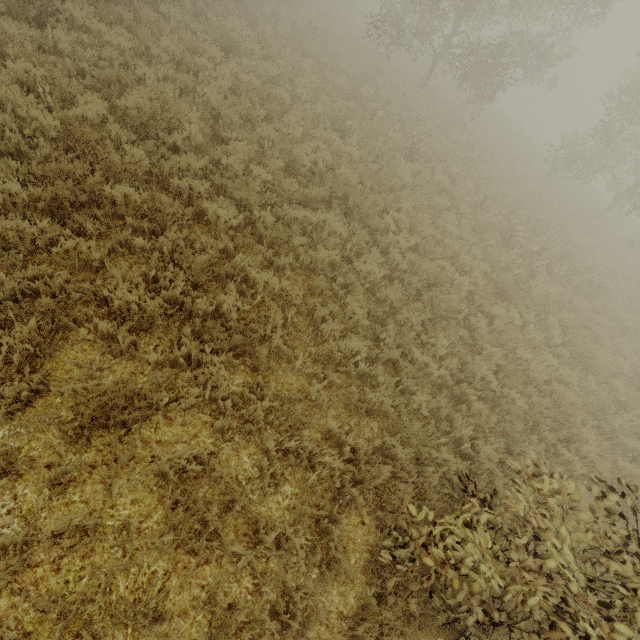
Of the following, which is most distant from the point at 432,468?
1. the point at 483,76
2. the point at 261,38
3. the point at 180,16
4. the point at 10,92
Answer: the point at 483,76
